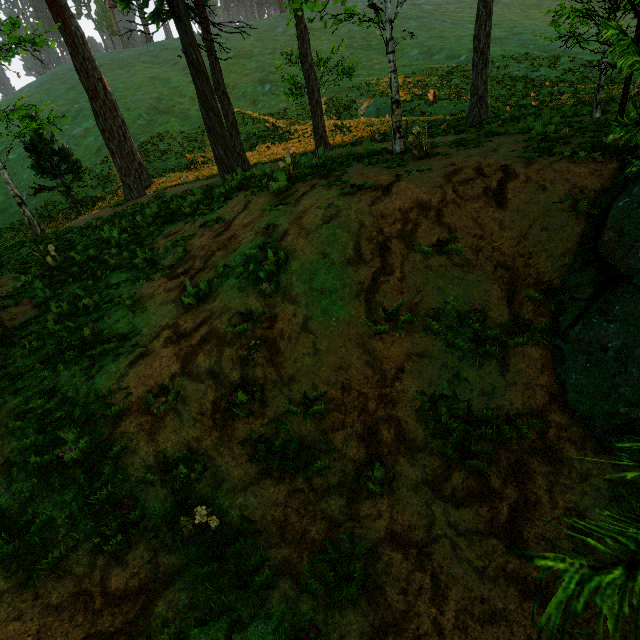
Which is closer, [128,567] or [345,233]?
[128,567]

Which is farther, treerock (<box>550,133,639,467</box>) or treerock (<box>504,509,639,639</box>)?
treerock (<box>550,133,639,467</box>)

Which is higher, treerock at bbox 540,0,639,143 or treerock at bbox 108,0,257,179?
treerock at bbox 108,0,257,179

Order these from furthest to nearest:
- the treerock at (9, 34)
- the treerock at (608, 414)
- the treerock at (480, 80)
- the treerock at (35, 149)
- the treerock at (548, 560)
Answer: the treerock at (35, 149) < the treerock at (480, 80) < the treerock at (9, 34) < the treerock at (608, 414) < the treerock at (548, 560)

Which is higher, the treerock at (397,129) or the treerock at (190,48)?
the treerock at (190,48)

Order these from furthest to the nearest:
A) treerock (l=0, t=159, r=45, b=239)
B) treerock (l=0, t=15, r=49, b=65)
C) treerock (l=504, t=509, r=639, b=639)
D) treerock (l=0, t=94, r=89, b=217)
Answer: treerock (l=0, t=94, r=89, b=217) → treerock (l=0, t=159, r=45, b=239) → treerock (l=0, t=15, r=49, b=65) → treerock (l=504, t=509, r=639, b=639)
